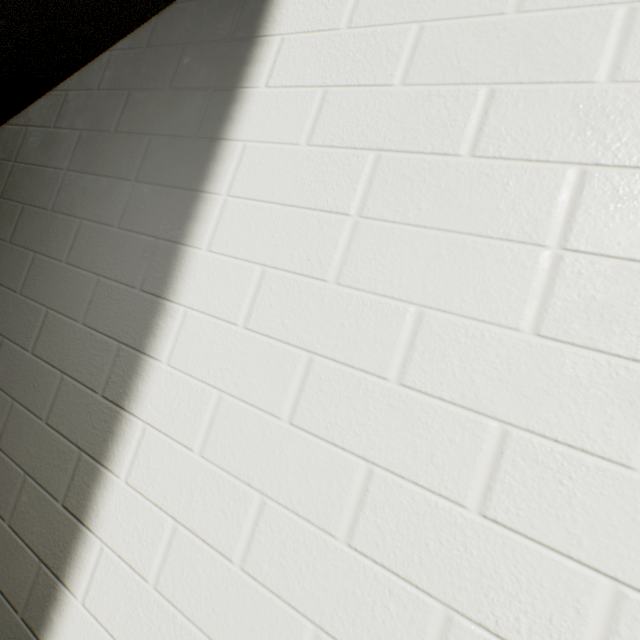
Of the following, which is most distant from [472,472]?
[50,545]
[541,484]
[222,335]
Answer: [50,545]
